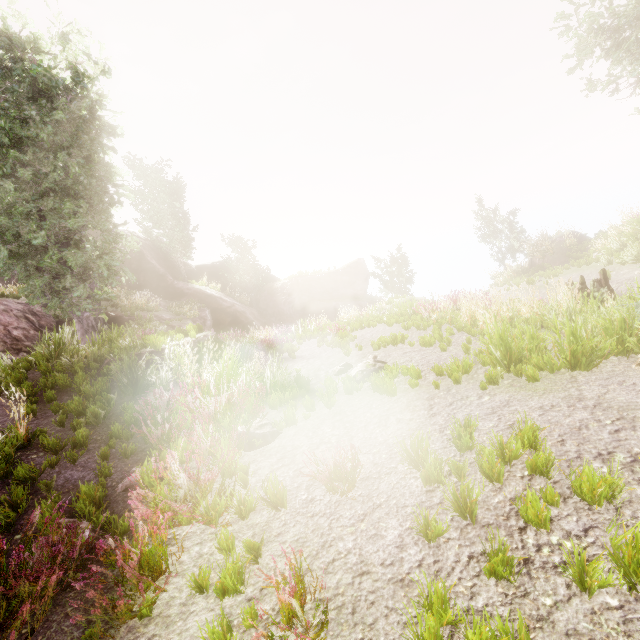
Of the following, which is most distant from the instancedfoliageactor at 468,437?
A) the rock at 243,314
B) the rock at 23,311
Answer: the rock at 243,314

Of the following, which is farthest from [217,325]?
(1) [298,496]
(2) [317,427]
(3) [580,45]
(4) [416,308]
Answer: (3) [580,45]

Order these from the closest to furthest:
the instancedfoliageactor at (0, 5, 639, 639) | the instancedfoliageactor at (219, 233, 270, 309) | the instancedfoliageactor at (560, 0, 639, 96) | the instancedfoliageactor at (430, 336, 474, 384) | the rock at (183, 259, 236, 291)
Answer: the instancedfoliageactor at (0, 5, 639, 639) < the instancedfoliageactor at (430, 336, 474, 384) < the instancedfoliageactor at (560, 0, 639, 96) < the instancedfoliageactor at (219, 233, 270, 309) < the rock at (183, 259, 236, 291)

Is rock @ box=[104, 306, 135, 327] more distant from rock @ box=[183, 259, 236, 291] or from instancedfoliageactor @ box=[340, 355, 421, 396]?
rock @ box=[183, 259, 236, 291]

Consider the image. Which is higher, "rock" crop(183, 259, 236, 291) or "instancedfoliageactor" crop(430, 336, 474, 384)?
"rock" crop(183, 259, 236, 291)

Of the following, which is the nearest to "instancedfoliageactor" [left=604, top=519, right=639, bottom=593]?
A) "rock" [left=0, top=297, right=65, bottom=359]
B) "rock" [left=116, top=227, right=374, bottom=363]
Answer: "rock" [left=0, top=297, right=65, bottom=359]

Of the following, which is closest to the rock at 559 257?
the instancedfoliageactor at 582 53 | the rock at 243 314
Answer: the instancedfoliageactor at 582 53

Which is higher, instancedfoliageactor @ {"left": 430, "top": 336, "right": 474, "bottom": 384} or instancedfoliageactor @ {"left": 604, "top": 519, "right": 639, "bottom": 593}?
instancedfoliageactor @ {"left": 430, "top": 336, "right": 474, "bottom": 384}
